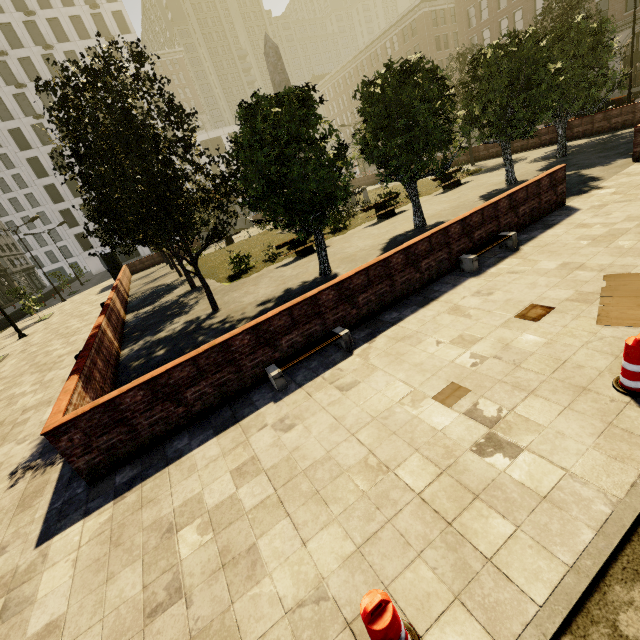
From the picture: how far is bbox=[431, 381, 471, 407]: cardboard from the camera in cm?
447

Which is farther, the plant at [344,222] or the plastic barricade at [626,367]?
the plant at [344,222]

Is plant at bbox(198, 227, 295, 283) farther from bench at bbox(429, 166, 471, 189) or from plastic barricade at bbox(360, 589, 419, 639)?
plastic barricade at bbox(360, 589, 419, 639)

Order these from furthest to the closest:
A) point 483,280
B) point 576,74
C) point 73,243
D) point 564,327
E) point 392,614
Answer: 1. point 73,243
2. point 576,74
3. point 483,280
4. point 564,327
5. point 392,614

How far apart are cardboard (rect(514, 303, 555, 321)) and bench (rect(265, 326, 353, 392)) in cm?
301

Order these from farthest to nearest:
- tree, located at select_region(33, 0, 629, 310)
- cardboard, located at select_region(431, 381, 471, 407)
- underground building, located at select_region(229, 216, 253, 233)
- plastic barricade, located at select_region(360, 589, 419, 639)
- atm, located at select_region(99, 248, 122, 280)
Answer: underground building, located at select_region(229, 216, 253, 233), atm, located at select_region(99, 248, 122, 280), tree, located at select_region(33, 0, 629, 310), cardboard, located at select_region(431, 381, 471, 407), plastic barricade, located at select_region(360, 589, 419, 639)

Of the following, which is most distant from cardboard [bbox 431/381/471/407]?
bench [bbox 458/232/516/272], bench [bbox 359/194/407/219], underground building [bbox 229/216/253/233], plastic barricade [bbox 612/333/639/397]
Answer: underground building [bbox 229/216/253/233]

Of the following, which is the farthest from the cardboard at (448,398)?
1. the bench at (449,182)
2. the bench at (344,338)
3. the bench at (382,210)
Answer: the bench at (449,182)
